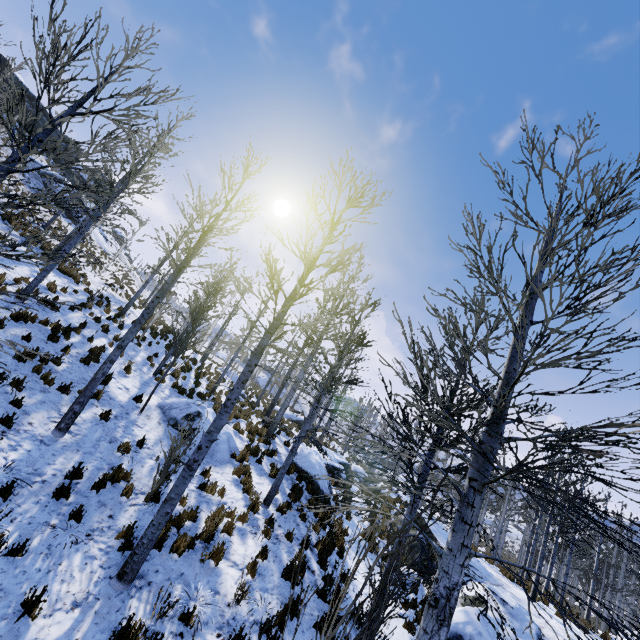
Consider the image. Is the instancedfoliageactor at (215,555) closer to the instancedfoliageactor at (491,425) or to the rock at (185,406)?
the rock at (185,406)

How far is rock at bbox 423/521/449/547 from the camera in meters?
12.5

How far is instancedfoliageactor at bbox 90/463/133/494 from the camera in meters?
7.0 m

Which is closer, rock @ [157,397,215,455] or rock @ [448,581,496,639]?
rock @ [448,581,496,639]

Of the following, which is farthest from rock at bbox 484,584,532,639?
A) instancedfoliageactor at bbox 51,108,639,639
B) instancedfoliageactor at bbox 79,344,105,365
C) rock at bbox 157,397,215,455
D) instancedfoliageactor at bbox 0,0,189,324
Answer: instancedfoliageactor at bbox 79,344,105,365

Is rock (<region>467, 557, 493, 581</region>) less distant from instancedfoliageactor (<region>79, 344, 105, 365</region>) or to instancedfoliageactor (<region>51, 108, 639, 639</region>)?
instancedfoliageactor (<region>51, 108, 639, 639</region>)

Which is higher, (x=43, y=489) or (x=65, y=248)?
(x=65, y=248)

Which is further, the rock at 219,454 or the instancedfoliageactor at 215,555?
the rock at 219,454
